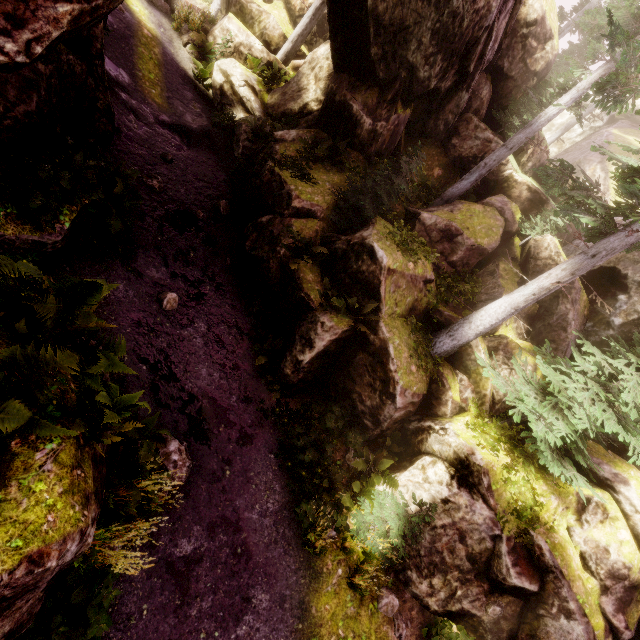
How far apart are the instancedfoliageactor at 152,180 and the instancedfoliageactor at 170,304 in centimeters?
407cm

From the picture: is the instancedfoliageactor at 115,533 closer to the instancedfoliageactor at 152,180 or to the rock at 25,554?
the rock at 25,554

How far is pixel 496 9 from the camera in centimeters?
1023cm

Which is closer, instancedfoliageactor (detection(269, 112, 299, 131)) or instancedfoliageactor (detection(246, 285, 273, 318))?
instancedfoliageactor (detection(246, 285, 273, 318))

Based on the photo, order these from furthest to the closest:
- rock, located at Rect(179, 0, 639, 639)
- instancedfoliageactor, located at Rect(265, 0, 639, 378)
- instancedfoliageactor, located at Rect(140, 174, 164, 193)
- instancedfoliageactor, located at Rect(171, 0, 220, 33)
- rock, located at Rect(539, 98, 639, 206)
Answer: rock, located at Rect(539, 98, 639, 206)
instancedfoliageactor, located at Rect(171, 0, 220, 33)
instancedfoliageactor, located at Rect(140, 174, 164, 193)
rock, located at Rect(179, 0, 639, 639)
instancedfoliageactor, located at Rect(265, 0, 639, 378)

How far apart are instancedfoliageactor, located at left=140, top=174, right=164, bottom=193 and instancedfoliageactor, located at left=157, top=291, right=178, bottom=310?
4.07m

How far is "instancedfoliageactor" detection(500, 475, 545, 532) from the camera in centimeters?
846cm
